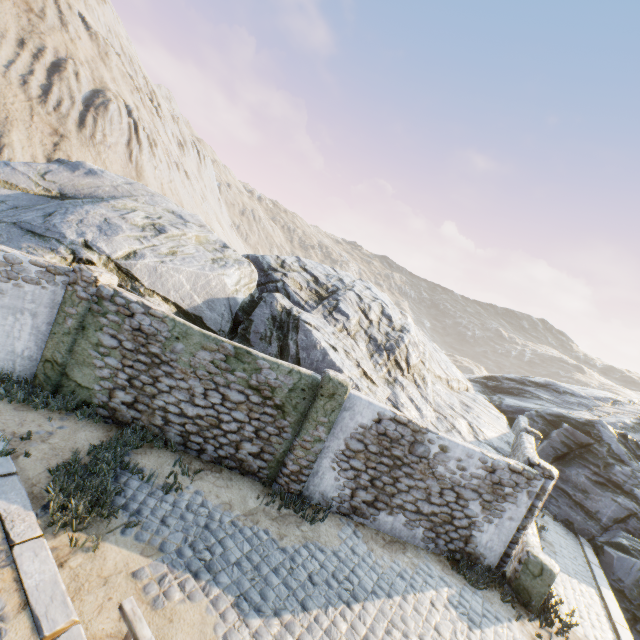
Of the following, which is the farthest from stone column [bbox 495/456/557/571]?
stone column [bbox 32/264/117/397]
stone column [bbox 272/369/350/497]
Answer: stone column [bbox 32/264/117/397]

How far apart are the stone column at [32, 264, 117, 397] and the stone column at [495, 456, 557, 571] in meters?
11.4

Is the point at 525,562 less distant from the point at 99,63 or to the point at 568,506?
the point at 568,506

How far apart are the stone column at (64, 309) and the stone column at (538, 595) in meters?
11.4

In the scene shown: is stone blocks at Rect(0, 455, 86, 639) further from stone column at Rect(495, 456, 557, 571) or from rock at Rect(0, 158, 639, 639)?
stone column at Rect(495, 456, 557, 571)

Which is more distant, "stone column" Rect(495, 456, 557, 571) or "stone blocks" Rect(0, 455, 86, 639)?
"stone column" Rect(495, 456, 557, 571)

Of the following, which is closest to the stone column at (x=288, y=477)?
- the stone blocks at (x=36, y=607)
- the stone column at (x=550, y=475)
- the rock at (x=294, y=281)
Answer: the rock at (x=294, y=281)

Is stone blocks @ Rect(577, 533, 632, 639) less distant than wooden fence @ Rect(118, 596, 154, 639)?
No
